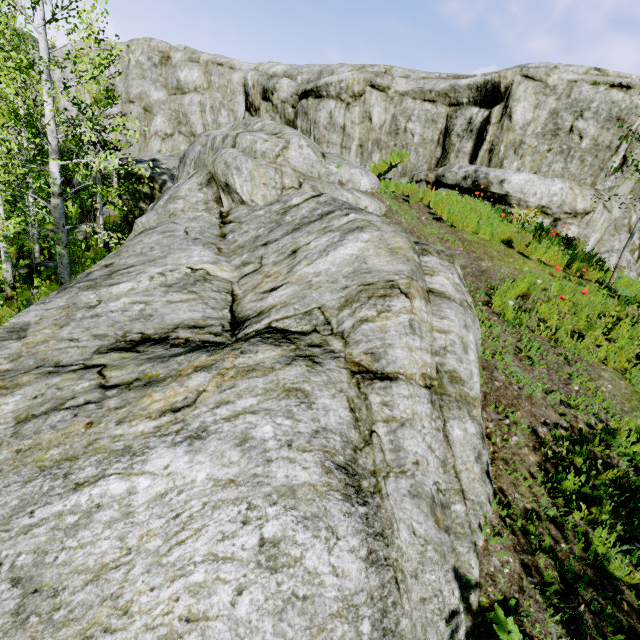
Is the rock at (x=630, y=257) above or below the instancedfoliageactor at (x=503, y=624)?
above

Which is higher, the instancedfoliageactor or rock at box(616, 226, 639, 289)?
rock at box(616, 226, 639, 289)

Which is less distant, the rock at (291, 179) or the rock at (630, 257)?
the rock at (291, 179)

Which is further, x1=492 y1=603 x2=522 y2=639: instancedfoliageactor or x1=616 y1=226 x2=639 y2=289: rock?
x1=616 y1=226 x2=639 y2=289: rock

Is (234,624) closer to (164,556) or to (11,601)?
(164,556)

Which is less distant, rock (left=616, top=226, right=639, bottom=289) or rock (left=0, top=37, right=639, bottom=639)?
rock (left=0, top=37, right=639, bottom=639)
